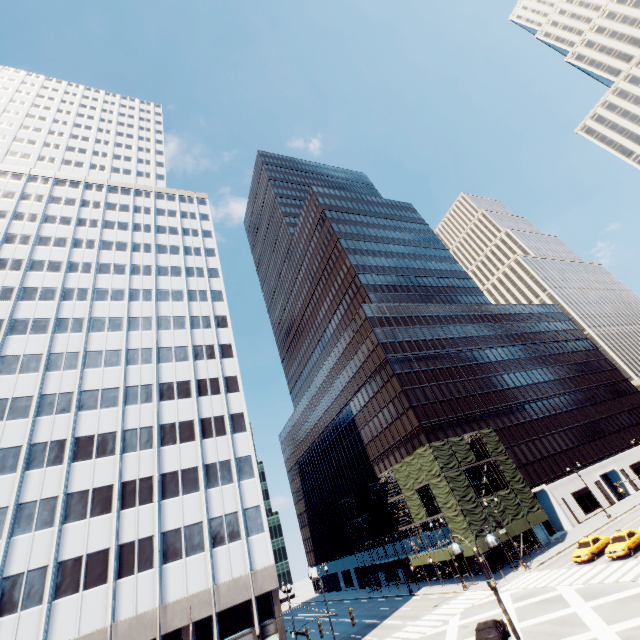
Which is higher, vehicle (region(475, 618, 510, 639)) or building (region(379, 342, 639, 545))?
building (region(379, 342, 639, 545))

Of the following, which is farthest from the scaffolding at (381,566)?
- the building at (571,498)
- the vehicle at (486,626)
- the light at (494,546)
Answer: the light at (494,546)

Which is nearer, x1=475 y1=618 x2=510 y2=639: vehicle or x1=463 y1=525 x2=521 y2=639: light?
x1=463 y1=525 x2=521 y2=639: light

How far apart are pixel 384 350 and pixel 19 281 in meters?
55.6

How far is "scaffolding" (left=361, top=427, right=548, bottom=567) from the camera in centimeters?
4044cm

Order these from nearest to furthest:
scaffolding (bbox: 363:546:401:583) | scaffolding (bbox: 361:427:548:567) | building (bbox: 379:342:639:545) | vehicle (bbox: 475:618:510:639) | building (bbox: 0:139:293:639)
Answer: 1. vehicle (bbox: 475:618:510:639)
2. building (bbox: 0:139:293:639)
3. scaffolding (bbox: 361:427:548:567)
4. building (bbox: 379:342:639:545)
5. scaffolding (bbox: 363:546:401:583)

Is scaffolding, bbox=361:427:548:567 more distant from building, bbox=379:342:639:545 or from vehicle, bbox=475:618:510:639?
vehicle, bbox=475:618:510:639

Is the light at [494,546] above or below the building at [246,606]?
below
